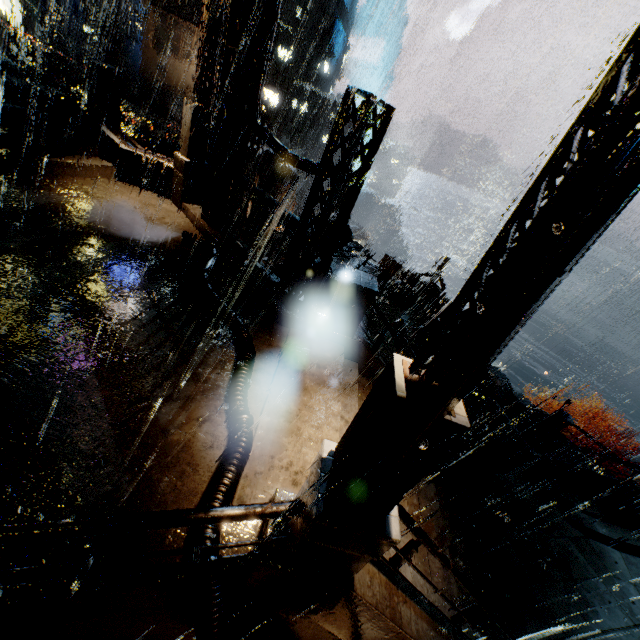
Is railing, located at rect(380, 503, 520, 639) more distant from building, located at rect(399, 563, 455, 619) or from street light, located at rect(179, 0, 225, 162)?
street light, located at rect(179, 0, 225, 162)

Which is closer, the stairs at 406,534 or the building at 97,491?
the building at 97,491

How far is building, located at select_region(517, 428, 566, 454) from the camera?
16.6 meters

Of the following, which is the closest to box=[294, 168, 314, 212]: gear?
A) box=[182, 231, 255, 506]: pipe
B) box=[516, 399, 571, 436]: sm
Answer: box=[182, 231, 255, 506]: pipe

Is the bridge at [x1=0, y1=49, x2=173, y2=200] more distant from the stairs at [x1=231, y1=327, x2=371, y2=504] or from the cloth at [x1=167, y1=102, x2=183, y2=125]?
the cloth at [x1=167, y1=102, x2=183, y2=125]

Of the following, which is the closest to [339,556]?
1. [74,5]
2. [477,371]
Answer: [477,371]

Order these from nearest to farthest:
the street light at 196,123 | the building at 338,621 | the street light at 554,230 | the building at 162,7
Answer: the street light at 554,230, the building at 338,621, the street light at 196,123, the building at 162,7

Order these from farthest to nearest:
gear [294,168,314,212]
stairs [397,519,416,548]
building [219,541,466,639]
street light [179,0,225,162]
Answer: gear [294,168,314,212]
street light [179,0,225,162]
stairs [397,519,416,548]
building [219,541,466,639]
